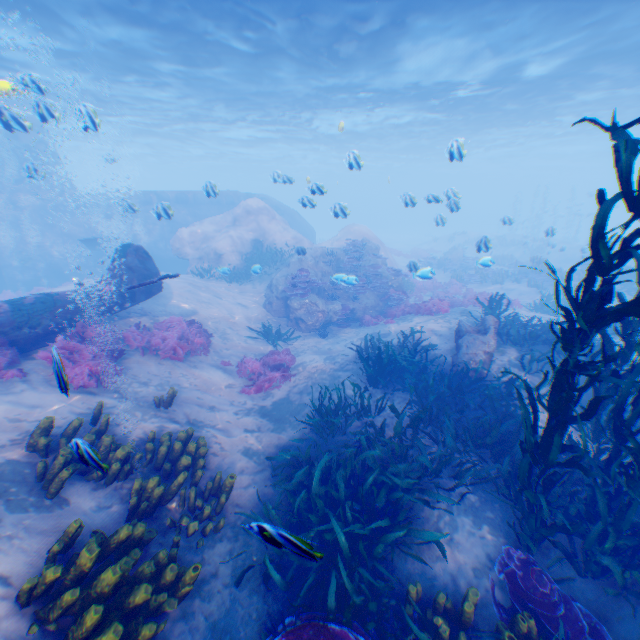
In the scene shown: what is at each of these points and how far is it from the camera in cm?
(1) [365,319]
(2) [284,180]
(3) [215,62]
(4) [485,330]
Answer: (1) instancedfoliageactor, 1497
(2) light, 1182
(3) light, 1716
(4) rock, 985

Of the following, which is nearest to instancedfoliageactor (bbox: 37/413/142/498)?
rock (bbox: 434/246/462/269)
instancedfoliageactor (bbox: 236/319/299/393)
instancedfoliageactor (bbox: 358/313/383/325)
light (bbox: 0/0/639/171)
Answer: instancedfoliageactor (bbox: 358/313/383/325)

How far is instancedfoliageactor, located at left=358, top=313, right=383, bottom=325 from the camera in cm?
1464

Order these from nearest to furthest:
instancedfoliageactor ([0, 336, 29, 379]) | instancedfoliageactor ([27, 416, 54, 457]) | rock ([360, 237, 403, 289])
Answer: instancedfoliageactor ([27, 416, 54, 457])
instancedfoliageactor ([0, 336, 29, 379])
rock ([360, 237, 403, 289])

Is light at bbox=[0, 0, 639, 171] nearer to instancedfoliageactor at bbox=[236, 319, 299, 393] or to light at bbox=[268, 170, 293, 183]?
light at bbox=[268, 170, 293, 183]

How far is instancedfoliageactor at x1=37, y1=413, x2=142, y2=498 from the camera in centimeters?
336cm

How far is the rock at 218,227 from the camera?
14.9 meters

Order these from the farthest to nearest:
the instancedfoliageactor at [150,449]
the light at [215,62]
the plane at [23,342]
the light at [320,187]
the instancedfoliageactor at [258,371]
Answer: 1. the light at [215,62]
2. the instancedfoliageactor at [258,371]
3. the light at [320,187]
4. the plane at [23,342]
5. the instancedfoliageactor at [150,449]
